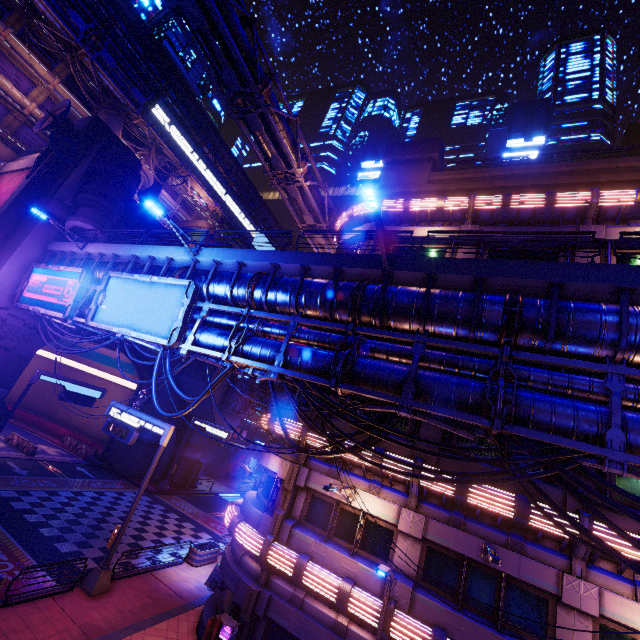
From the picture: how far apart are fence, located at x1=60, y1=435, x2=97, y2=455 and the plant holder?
20.5 meters

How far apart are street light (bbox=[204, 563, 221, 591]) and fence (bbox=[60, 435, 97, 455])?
22.8 meters

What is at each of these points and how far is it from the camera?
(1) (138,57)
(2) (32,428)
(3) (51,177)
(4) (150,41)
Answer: (1) walkway, 40.72m
(2) tunnel, 37.06m
(3) column, 25.59m
(4) walkway, 39.78m

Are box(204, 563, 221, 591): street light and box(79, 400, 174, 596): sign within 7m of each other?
yes

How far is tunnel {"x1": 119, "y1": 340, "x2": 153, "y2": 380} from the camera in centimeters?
3469cm

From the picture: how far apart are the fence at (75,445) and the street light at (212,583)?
22.8 meters

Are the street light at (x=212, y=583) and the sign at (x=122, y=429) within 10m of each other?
yes

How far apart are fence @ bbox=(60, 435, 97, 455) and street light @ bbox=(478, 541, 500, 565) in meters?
37.5 m
